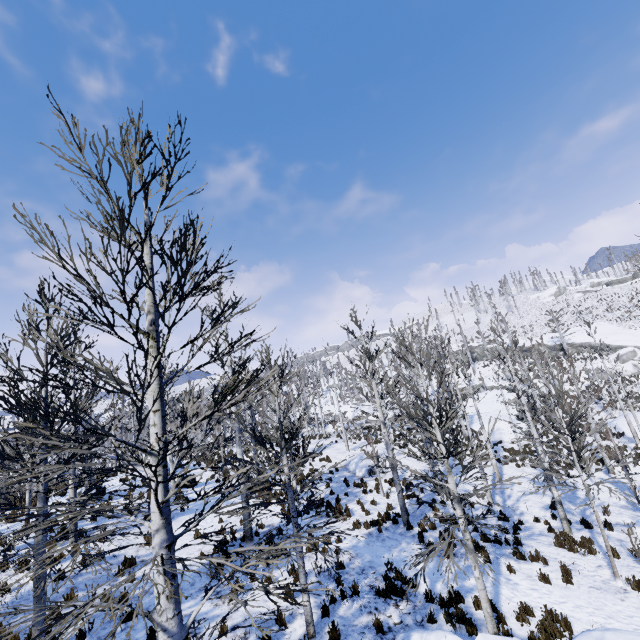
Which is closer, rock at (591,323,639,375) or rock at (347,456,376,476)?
rock at (347,456,376,476)

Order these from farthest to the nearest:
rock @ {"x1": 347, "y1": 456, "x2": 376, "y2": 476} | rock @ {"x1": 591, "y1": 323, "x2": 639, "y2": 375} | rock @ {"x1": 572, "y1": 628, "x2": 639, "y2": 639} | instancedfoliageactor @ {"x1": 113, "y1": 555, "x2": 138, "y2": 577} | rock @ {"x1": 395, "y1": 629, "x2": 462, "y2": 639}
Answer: rock @ {"x1": 591, "y1": 323, "x2": 639, "y2": 375}
rock @ {"x1": 347, "y1": 456, "x2": 376, "y2": 476}
rock @ {"x1": 395, "y1": 629, "x2": 462, "y2": 639}
rock @ {"x1": 572, "y1": 628, "x2": 639, "y2": 639}
instancedfoliageactor @ {"x1": 113, "y1": 555, "x2": 138, "y2": 577}

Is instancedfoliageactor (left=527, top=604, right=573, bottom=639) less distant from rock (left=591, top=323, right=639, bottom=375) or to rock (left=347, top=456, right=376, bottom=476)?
rock (left=347, top=456, right=376, bottom=476)

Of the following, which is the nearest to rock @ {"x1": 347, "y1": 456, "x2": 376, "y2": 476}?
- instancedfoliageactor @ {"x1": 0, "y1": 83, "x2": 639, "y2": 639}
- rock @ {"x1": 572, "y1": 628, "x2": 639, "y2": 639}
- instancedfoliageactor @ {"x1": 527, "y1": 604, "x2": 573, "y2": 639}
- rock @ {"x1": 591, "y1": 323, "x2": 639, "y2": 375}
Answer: instancedfoliageactor @ {"x1": 0, "y1": 83, "x2": 639, "y2": 639}

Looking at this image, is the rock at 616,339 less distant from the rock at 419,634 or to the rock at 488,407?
the rock at 488,407

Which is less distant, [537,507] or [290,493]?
[290,493]

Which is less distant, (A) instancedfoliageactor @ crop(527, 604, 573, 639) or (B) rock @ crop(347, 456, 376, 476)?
(A) instancedfoliageactor @ crop(527, 604, 573, 639)

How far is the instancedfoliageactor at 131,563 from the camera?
2.6 meters
